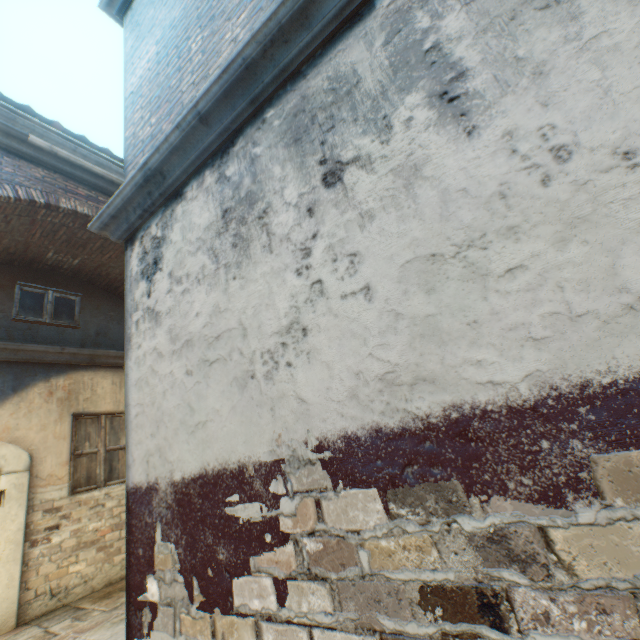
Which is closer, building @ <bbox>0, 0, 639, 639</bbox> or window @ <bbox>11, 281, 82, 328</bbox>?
building @ <bbox>0, 0, 639, 639</bbox>

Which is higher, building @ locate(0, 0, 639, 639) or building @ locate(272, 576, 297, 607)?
building @ locate(0, 0, 639, 639)

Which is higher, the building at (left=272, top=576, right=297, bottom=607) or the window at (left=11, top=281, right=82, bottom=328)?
the window at (left=11, top=281, right=82, bottom=328)

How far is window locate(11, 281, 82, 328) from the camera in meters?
5.7

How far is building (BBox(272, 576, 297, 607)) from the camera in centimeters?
155cm

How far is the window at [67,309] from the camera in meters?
5.7

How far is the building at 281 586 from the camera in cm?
155

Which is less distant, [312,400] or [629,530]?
[629,530]
